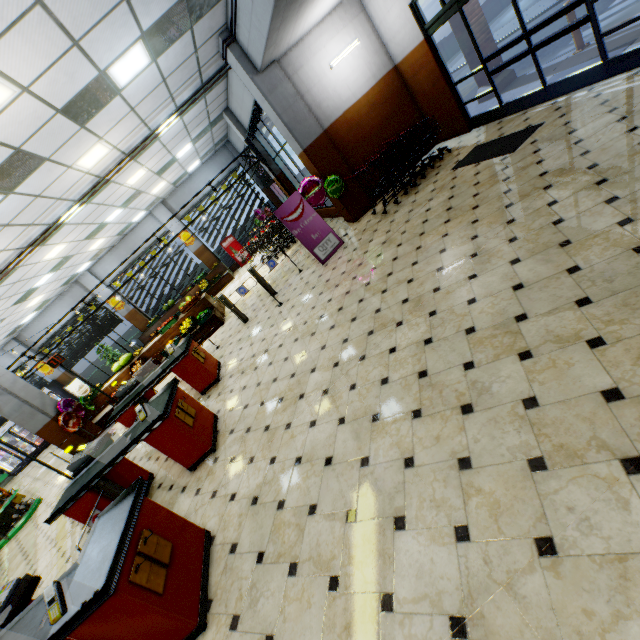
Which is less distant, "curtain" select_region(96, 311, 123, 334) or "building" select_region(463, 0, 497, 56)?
"building" select_region(463, 0, 497, 56)

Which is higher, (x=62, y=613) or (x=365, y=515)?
(x=62, y=613)

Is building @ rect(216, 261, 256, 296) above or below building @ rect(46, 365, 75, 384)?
below

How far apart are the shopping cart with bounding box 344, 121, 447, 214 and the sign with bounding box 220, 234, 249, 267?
10.9 meters

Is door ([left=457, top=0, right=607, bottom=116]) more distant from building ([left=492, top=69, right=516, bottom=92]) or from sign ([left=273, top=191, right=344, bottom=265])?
sign ([left=273, top=191, right=344, bottom=265])

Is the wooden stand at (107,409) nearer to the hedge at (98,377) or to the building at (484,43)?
the building at (484,43)

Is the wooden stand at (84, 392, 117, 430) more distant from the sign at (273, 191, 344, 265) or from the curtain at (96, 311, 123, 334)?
the curtain at (96, 311, 123, 334)

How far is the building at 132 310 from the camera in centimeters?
1719cm
